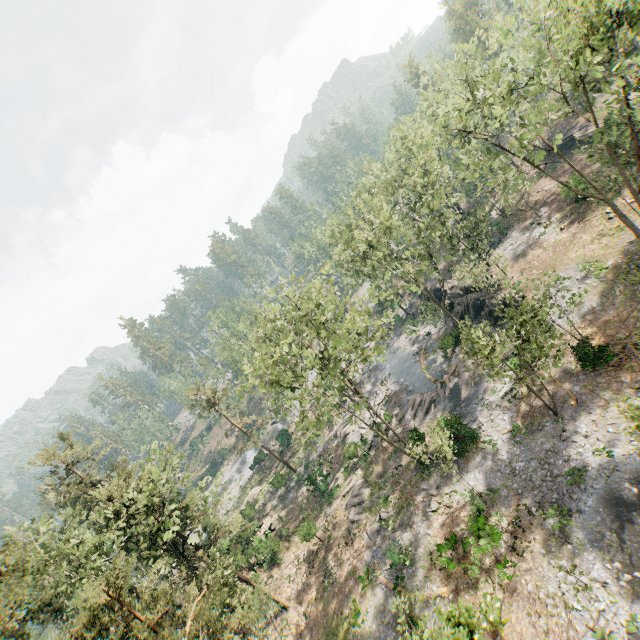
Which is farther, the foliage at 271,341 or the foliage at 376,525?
the foliage at 376,525

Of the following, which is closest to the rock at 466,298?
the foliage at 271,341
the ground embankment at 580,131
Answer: the foliage at 271,341

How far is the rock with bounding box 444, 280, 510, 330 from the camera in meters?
32.6 m

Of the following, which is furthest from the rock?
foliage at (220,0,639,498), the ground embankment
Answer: the ground embankment

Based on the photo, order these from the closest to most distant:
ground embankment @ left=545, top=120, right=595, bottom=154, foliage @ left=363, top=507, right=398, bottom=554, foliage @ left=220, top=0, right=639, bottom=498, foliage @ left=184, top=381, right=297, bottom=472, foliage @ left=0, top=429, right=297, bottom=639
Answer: foliage @ left=0, top=429, right=297, bottom=639, foliage @ left=220, top=0, right=639, bottom=498, foliage @ left=363, top=507, right=398, bottom=554, ground embankment @ left=545, top=120, right=595, bottom=154, foliage @ left=184, top=381, right=297, bottom=472

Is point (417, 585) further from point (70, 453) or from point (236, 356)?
point (236, 356)

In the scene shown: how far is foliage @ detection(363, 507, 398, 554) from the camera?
25.4 meters
